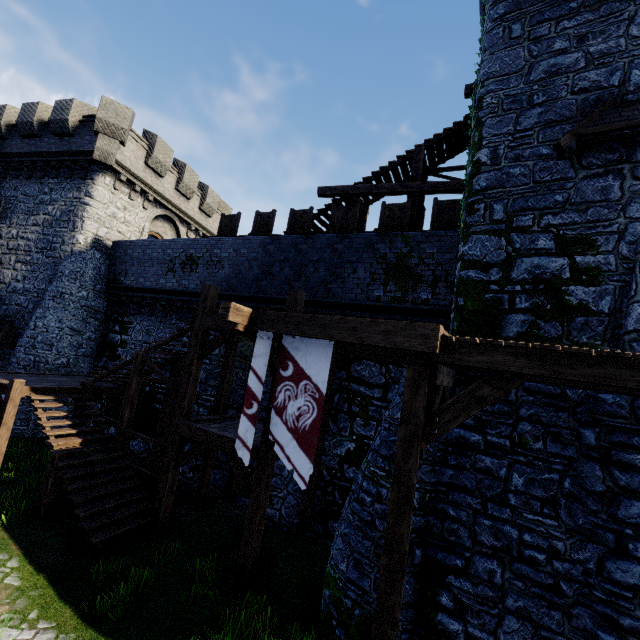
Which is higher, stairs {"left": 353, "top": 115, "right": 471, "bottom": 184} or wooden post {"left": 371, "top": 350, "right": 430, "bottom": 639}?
stairs {"left": 353, "top": 115, "right": 471, "bottom": 184}

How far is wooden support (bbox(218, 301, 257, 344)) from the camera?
6.0m

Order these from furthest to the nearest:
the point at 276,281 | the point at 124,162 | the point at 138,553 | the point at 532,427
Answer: the point at 124,162 → the point at 276,281 → the point at 138,553 → the point at 532,427

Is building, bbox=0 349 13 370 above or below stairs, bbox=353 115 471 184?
below

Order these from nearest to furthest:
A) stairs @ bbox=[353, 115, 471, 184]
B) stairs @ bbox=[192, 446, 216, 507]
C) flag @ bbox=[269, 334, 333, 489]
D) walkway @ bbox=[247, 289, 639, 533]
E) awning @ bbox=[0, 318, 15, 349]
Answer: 1. walkway @ bbox=[247, 289, 639, 533]
2. flag @ bbox=[269, 334, 333, 489]
3. stairs @ bbox=[192, 446, 216, 507]
4. stairs @ bbox=[353, 115, 471, 184]
5. awning @ bbox=[0, 318, 15, 349]

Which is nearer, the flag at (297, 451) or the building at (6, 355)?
the flag at (297, 451)

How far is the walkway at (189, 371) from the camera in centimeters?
756cm

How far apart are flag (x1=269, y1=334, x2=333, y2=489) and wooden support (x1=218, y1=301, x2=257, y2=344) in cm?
76
